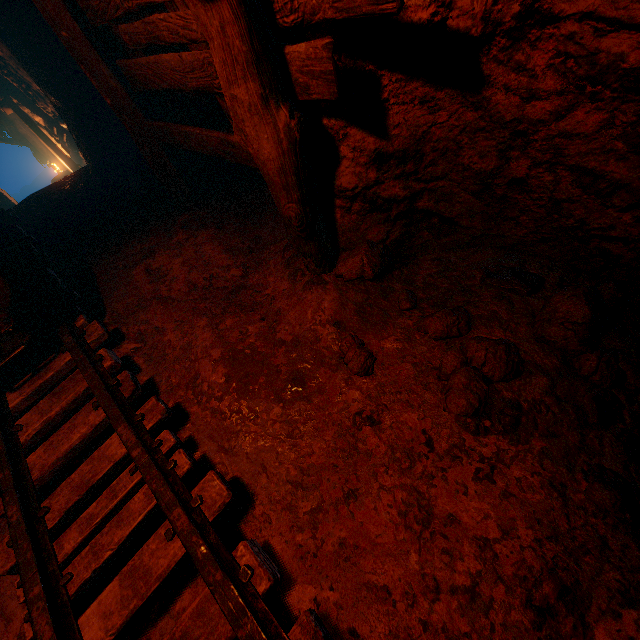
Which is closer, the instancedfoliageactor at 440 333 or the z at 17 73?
the instancedfoliageactor at 440 333

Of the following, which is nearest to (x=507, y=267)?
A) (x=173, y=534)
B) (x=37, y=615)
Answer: (x=173, y=534)

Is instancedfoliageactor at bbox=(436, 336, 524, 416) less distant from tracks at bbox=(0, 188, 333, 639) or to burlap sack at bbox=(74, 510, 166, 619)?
burlap sack at bbox=(74, 510, 166, 619)

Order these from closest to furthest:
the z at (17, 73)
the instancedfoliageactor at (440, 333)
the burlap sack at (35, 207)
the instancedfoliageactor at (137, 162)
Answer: the burlap sack at (35, 207)
the instancedfoliageactor at (440, 333)
the instancedfoliageactor at (137, 162)
the z at (17, 73)

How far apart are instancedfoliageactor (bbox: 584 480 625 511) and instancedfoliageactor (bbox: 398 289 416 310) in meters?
1.3

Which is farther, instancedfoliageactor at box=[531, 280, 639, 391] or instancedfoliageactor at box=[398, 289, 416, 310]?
instancedfoliageactor at box=[398, 289, 416, 310]

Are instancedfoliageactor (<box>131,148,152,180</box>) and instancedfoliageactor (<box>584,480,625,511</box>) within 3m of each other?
no

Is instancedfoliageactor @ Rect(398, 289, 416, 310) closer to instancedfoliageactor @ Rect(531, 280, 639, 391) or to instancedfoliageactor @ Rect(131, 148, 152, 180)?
instancedfoliageactor @ Rect(531, 280, 639, 391)
